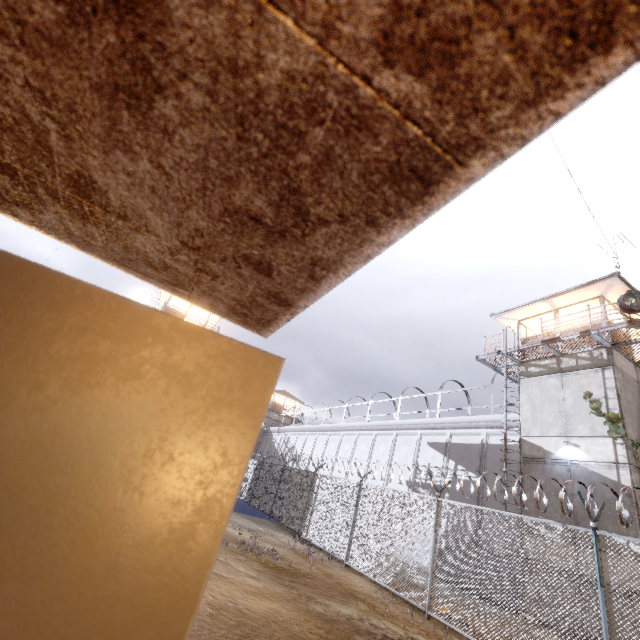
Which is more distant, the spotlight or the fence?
the spotlight

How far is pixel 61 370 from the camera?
0.3m

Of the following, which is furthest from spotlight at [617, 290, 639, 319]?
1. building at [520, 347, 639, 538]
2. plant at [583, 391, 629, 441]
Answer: plant at [583, 391, 629, 441]

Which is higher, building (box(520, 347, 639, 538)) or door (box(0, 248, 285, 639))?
building (box(520, 347, 639, 538))

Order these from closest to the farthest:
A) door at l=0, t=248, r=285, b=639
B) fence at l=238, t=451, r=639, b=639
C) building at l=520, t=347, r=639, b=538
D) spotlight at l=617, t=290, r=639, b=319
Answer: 1. door at l=0, t=248, r=285, b=639
2. fence at l=238, t=451, r=639, b=639
3. building at l=520, t=347, r=639, b=538
4. spotlight at l=617, t=290, r=639, b=319

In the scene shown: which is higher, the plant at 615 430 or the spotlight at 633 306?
the spotlight at 633 306

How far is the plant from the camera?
12.34m

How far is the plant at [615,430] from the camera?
12.34m
